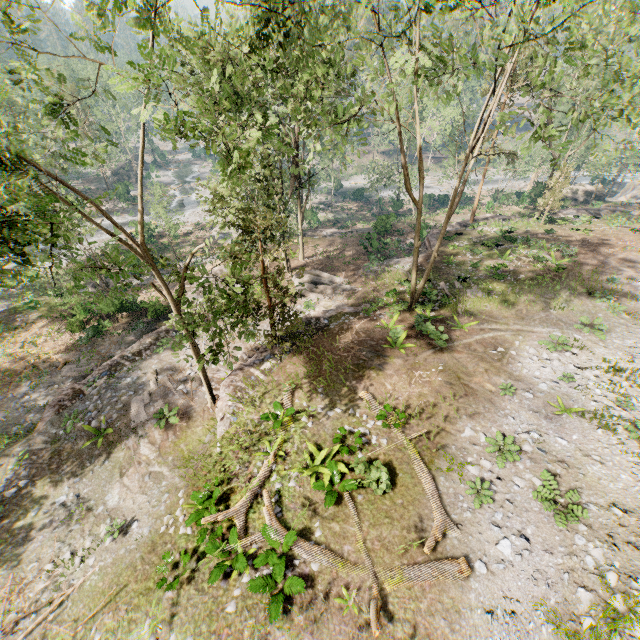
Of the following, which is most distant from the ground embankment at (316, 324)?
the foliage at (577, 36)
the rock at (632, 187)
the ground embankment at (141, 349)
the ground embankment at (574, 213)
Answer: the rock at (632, 187)

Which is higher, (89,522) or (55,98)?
(55,98)

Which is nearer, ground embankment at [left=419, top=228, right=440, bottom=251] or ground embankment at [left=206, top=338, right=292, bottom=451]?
ground embankment at [left=206, top=338, right=292, bottom=451]

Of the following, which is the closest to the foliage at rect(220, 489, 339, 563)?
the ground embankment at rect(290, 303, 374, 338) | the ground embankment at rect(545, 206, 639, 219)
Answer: the ground embankment at rect(290, 303, 374, 338)

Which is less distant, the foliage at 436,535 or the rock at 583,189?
the foliage at 436,535

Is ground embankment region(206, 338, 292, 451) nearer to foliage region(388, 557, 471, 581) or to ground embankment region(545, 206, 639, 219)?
foliage region(388, 557, 471, 581)

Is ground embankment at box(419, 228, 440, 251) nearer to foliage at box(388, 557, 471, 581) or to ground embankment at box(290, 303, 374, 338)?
foliage at box(388, 557, 471, 581)

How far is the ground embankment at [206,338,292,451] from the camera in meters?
15.0 m
